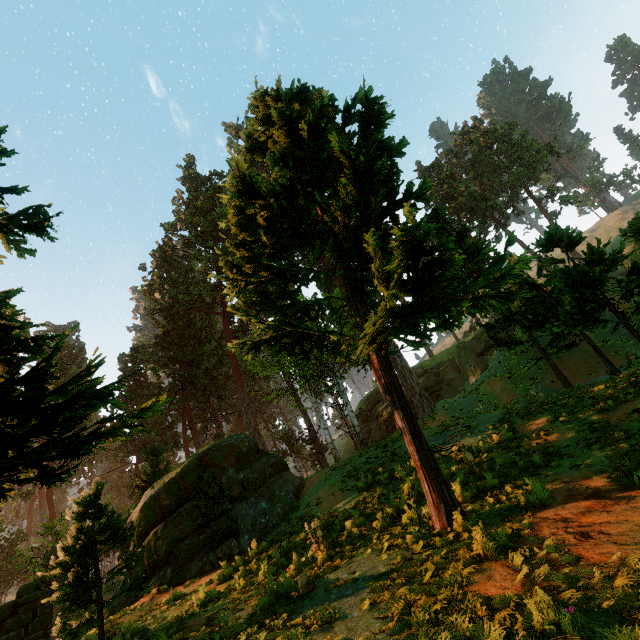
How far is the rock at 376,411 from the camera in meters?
41.1

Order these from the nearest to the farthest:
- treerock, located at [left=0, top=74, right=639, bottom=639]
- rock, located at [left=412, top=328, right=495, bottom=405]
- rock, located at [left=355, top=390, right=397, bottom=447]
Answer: treerock, located at [left=0, top=74, right=639, bottom=639] → rock, located at [left=412, top=328, right=495, bottom=405] → rock, located at [left=355, top=390, right=397, bottom=447]

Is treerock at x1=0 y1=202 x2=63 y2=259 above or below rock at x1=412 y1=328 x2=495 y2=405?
below

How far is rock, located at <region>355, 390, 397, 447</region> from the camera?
41.1 meters

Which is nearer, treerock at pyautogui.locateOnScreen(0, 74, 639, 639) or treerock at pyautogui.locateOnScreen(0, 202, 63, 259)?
treerock at pyautogui.locateOnScreen(0, 202, 63, 259)

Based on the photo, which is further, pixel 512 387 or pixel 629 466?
pixel 512 387

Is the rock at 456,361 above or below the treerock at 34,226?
above
